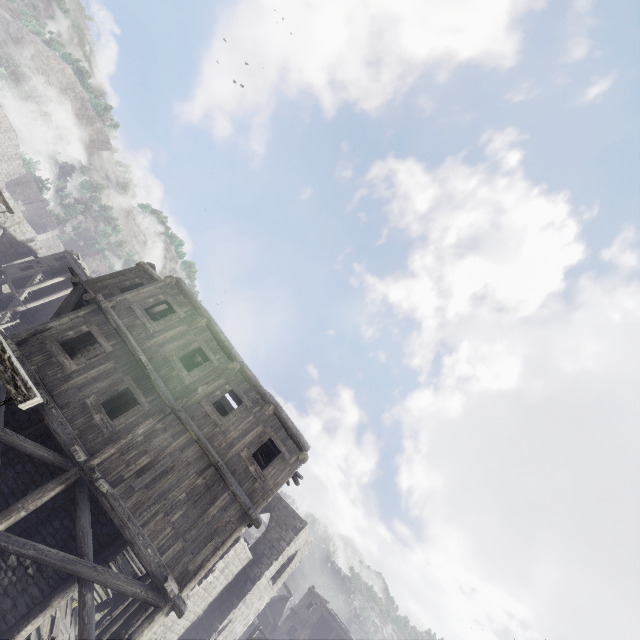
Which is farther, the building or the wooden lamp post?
the building

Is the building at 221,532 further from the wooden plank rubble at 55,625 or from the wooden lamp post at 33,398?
the wooden lamp post at 33,398

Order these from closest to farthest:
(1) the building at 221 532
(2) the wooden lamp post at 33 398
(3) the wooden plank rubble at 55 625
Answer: (2) the wooden lamp post at 33 398 < (1) the building at 221 532 < (3) the wooden plank rubble at 55 625

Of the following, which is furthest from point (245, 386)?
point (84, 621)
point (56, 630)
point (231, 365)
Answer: point (56, 630)

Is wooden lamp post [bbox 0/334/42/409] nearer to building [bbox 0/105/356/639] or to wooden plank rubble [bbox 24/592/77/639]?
building [bbox 0/105/356/639]

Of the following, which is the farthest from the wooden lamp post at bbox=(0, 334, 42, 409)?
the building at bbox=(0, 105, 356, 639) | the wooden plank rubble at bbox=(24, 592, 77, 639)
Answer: the wooden plank rubble at bbox=(24, 592, 77, 639)

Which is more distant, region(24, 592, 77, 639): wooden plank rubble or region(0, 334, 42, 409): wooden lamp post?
region(24, 592, 77, 639): wooden plank rubble

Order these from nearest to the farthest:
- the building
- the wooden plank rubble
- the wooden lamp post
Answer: the wooden lamp post, the building, the wooden plank rubble
